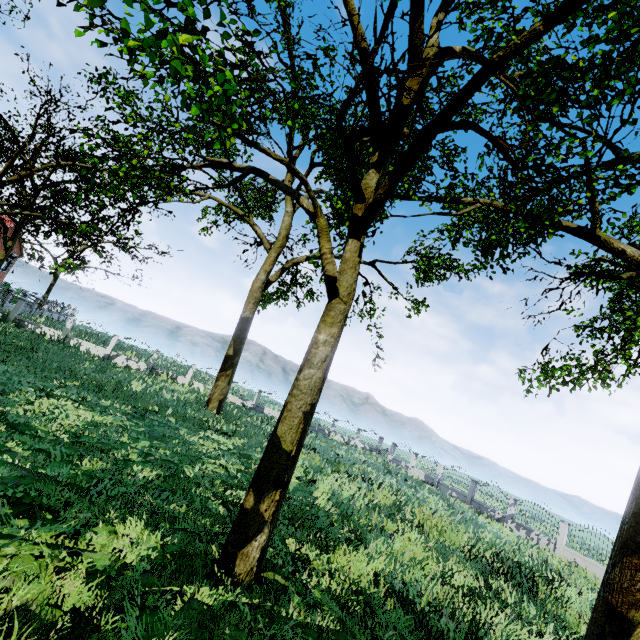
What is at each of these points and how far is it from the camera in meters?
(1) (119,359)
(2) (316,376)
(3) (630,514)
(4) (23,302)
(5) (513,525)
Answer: (1) fence, 25.8
(2) tree, 7.1
(3) tree, 7.5
(4) fence, 23.3
(5) fence, 21.9

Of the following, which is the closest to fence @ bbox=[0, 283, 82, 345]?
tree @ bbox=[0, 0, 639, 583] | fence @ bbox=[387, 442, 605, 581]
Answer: tree @ bbox=[0, 0, 639, 583]

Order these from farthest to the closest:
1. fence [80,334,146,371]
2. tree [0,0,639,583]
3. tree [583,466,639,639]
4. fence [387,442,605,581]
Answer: fence [80,334,146,371]
fence [387,442,605,581]
tree [583,466,639,639]
tree [0,0,639,583]

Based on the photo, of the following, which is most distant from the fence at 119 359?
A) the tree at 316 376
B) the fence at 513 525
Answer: the fence at 513 525

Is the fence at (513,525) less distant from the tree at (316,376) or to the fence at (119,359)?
the tree at (316,376)

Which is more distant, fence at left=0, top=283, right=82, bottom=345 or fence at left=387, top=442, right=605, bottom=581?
fence at left=0, top=283, right=82, bottom=345

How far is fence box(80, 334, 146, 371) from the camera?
24.97m

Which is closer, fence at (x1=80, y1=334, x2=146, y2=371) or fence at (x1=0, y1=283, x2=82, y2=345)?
fence at (x1=0, y1=283, x2=82, y2=345)
